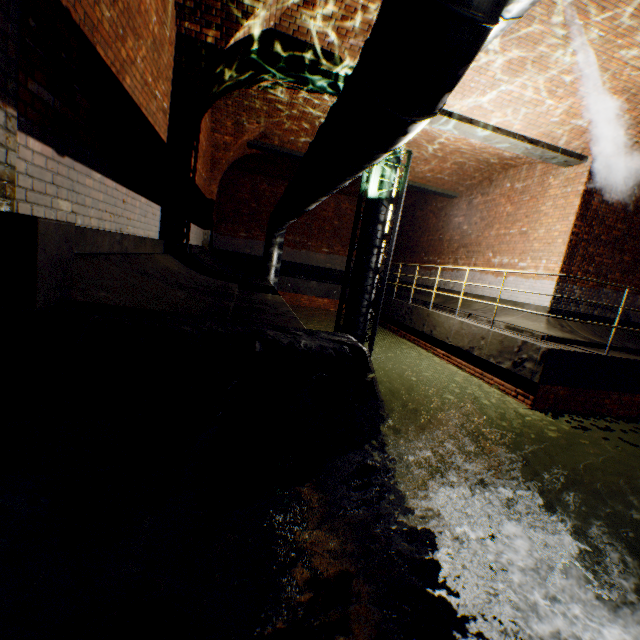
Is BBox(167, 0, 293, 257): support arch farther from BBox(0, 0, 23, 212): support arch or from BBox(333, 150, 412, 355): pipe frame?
BBox(333, 150, 412, 355): pipe frame

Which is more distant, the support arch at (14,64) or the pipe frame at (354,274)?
the pipe frame at (354,274)

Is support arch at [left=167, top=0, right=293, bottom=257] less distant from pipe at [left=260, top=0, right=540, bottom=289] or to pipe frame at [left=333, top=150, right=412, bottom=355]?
Result: pipe at [left=260, top=0, right=540, bottom=289]

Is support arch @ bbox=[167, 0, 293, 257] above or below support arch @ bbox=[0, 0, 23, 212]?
above

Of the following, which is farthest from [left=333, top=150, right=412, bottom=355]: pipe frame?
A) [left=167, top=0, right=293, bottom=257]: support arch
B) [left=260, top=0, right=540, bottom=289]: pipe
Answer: [left=167, top=0, right=293, bottom=257]: support arch

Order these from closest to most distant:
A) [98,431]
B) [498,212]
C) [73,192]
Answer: [98,431] → [73,192] → [498,212]

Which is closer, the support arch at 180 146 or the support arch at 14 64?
the support arch at 14 64
